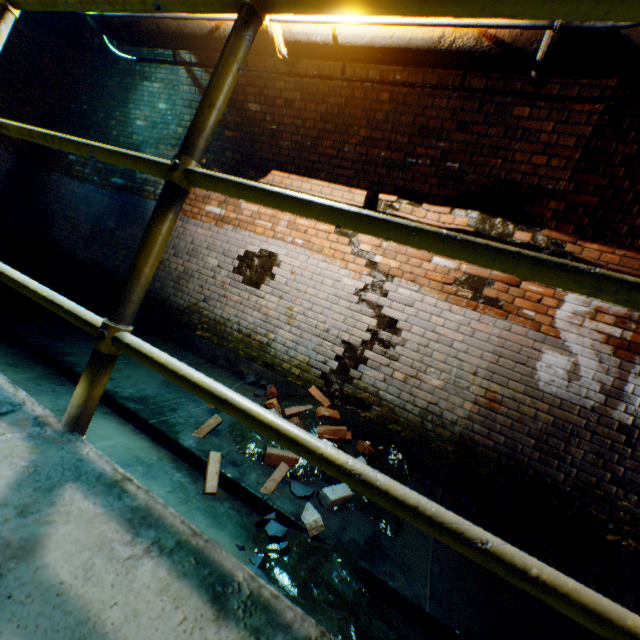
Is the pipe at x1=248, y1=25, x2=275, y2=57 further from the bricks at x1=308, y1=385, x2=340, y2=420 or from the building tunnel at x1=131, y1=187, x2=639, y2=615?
the bricks at x1=308, y1=385, x2=340, y2=420

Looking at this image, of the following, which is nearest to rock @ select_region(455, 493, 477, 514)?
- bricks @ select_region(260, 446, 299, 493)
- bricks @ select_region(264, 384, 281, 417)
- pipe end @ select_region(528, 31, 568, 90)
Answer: bricks @ select_region(264, 384, 281, 417)

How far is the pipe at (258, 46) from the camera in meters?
2.7

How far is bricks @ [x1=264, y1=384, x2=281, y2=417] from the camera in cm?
345

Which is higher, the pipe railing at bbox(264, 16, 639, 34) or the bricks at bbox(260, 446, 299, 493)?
the pipe railing at bbox(264, 16, 639, 34)

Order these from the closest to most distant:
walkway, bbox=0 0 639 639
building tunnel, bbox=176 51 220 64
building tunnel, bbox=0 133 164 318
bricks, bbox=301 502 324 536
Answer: walkway, bbox=0 0 639 639
bricks, bbox=301 502 324 536
building tunnel, bbox=176 51 220 64
building tunnel, bbox=0 133 164 318

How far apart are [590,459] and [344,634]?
2.77m

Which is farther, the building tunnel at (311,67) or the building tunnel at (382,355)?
the building tunnel at (311,67)
